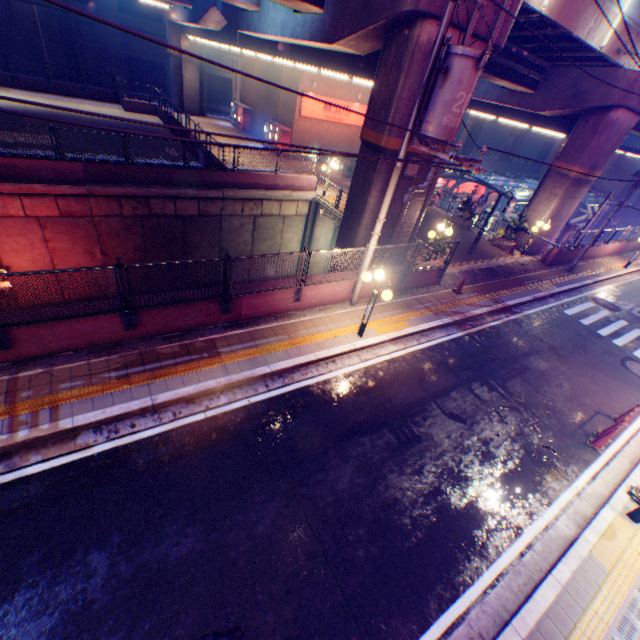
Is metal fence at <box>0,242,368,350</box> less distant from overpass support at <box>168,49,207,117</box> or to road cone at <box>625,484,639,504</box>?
overpass support at <box>168,49,207,117</box>

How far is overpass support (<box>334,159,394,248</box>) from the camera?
10.86m

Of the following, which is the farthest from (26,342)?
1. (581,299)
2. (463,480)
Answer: (581,299)

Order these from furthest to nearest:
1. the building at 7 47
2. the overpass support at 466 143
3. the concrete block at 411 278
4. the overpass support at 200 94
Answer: the overpass support at 466 143 < the building at 7 47 < the overpass support at 200 94 < the concrete block at 411 278

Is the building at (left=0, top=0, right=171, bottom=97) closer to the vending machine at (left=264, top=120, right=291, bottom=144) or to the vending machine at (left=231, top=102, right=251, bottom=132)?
the vending machine at (left=231, top=102, right=251, bottom=132)

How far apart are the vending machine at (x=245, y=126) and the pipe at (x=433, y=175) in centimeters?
2618cm

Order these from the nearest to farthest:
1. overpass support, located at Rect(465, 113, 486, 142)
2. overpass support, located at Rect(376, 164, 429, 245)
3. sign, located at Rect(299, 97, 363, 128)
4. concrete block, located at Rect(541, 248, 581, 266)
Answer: overpass support, located at Rect(376, 164, 429, 245) < concrete block, located at Rect(541, 248, 581, 266) < sign, located at Rect(299, 97, 363, 128) < overpass support, located at Rect(465, 113, 486, 142)
